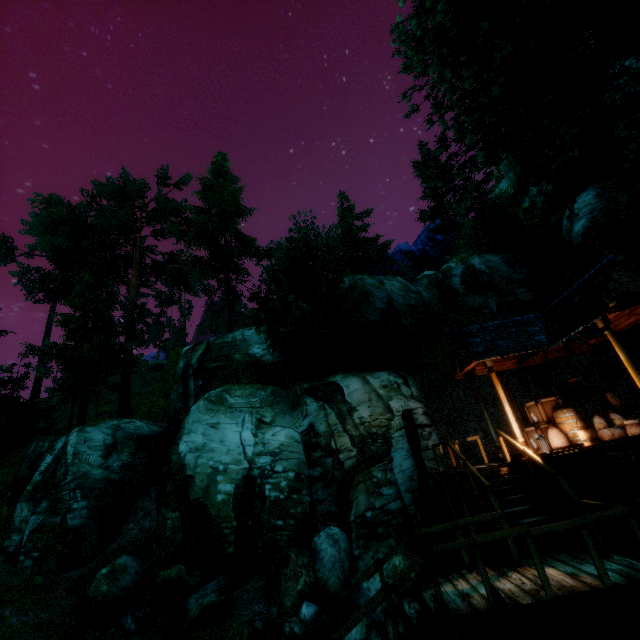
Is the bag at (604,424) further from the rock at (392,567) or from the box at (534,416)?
the rock at (392,567)

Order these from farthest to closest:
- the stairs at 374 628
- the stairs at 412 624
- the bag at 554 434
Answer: the bag at 554 434
the stairs at 374 628
the stairs at 412 624

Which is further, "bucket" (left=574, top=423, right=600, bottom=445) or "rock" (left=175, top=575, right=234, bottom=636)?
"rock" (left=175, top=575, right=234, bottom=636)

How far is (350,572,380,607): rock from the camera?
9.5m

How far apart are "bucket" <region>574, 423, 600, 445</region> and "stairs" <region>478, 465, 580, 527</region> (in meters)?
1.41

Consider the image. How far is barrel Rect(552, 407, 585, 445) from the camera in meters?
9.7

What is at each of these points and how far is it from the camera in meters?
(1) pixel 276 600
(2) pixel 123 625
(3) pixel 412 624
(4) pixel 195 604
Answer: (1) rock, 9.3 m
(2) rock, 9.5 m
(3) stairs, 4.9 m
(4) rock, 9.5 m

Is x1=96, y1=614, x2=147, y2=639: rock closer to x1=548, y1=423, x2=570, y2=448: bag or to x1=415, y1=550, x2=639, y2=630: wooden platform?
x1=415, y1=550, x2=639, y2=630: wooden platform
